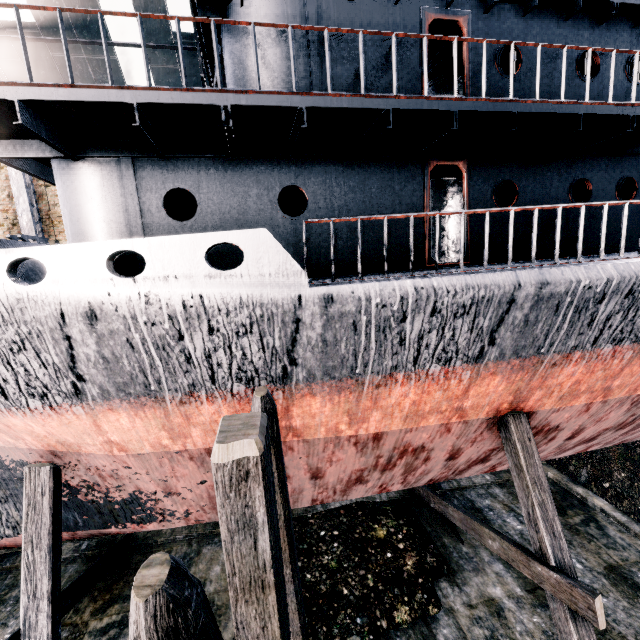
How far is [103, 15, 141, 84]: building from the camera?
18.5 meters

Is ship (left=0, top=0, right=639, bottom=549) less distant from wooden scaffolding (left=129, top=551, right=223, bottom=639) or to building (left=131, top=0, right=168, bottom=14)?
wooden scaffolding (left=129, top=551, right=223, bottom=639)

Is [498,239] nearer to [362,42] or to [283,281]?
[362,42]

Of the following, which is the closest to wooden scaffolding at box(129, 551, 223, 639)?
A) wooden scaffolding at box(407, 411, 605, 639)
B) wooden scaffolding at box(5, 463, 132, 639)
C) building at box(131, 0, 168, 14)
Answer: building at box(131, 0, 168, 14)

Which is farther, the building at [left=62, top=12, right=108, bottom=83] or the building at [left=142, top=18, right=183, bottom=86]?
the building at [left=142, top=18, right=183, bottom=86]

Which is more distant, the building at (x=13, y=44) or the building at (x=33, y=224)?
the building at (x=33, y=224)

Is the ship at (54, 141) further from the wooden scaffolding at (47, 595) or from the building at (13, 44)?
the building at (13, 44)

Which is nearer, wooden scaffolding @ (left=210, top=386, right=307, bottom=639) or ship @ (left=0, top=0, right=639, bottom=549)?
wooden scaffolding @ (left=210, top=386, right=307, bottom=639)
